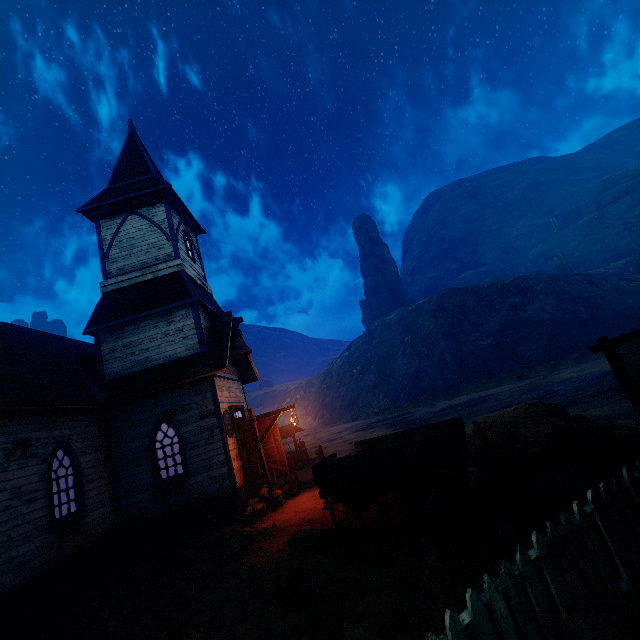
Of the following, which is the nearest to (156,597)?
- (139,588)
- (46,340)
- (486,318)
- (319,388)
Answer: (139,588)

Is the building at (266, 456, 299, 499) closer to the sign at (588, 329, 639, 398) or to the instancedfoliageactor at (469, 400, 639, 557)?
the instancedfoliageactor at (469, 400, 639, 557)

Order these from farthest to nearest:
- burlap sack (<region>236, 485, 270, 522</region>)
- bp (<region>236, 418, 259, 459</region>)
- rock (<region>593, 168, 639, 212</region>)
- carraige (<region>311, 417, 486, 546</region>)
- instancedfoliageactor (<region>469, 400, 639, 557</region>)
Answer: rock (<region>593, 168, 639, 212</region>), bp (<region>236, 418, 259, 459</region>), burlap sack (<region>236, 485, 270, 522</region>), carraige (<region>311, 417, 486, 546</region>), instancedfoliageactor (<region>469, 400, 639, 557</region>)

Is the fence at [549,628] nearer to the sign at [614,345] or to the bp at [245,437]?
the sign at [614,345]

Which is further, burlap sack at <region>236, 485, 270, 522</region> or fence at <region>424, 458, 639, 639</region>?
burlap sack at <region>236, 485, 270, 522</region>

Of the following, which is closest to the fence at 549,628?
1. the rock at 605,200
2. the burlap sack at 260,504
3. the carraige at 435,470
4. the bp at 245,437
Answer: the carraige at 435,470

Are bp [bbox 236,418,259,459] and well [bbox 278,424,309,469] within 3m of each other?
no

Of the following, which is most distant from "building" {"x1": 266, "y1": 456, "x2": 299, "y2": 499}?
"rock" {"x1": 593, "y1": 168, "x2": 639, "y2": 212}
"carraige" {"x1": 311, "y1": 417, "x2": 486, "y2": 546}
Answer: "rock" {"x1": 593, "y1": 168, "x2": 639, "y2": 212}
